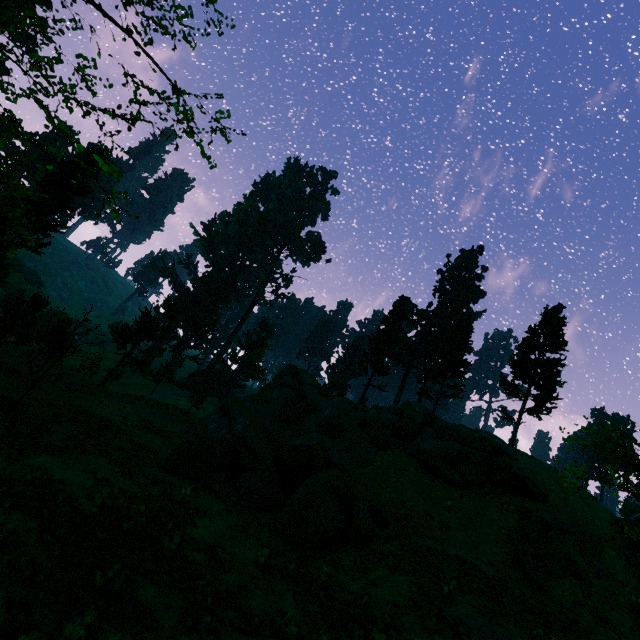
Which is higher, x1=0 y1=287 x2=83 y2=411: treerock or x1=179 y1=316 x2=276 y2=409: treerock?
x1=179 y1=316 x2=276 y2=409: treerock

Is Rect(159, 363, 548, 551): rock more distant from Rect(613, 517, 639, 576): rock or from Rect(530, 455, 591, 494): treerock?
Rect(613, 517, 639, 576): rock

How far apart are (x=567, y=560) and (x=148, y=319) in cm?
3663

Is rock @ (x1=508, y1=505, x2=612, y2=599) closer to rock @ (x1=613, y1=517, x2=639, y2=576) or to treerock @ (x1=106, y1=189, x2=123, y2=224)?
rock @ (x1=613, y1=517, x2=639, y2=576)

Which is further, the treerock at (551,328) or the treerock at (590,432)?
the treerock at (551,328)

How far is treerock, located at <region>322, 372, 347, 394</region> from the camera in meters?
49.9

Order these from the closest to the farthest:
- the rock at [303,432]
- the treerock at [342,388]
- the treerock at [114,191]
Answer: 1. the treerock at [114,191]
2. the rock at [303,432]
3. the treerock at [342,388]

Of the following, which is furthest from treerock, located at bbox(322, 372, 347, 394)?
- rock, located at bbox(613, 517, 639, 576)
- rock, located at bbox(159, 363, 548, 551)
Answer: rock, located at bbox(613, 517, 639, 576)
